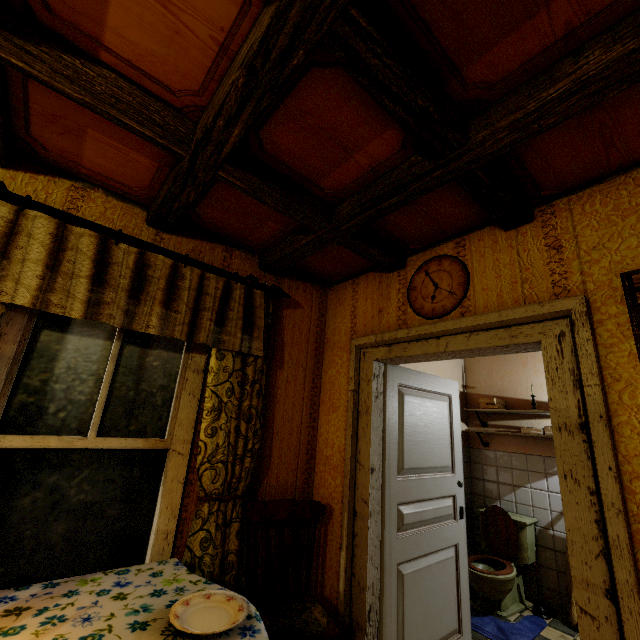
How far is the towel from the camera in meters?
3.9

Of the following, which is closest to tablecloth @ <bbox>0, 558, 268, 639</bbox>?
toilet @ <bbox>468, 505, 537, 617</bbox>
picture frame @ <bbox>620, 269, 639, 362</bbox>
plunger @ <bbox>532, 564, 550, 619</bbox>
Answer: picture frame @ <bbox>620, 269, 639, 362</bbox>

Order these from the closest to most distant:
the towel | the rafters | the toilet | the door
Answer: the rafters
the door
the toilet
the towel

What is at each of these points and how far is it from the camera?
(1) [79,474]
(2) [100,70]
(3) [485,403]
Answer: (1) window, 1.72m
(2) rafters, 1.26m
(3) towel, 4.01m

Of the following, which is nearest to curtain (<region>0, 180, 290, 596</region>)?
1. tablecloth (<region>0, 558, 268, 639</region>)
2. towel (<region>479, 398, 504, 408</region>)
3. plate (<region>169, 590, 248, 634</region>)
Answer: tablecloth (<region>0, 558, 268, 639</region>)

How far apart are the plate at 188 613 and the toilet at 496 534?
2.84m

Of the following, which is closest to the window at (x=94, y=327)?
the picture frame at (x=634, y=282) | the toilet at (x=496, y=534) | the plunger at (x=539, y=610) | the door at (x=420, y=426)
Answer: the door at (x=420, y=426)

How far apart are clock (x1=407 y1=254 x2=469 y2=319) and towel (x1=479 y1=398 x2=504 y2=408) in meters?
2.4 m
